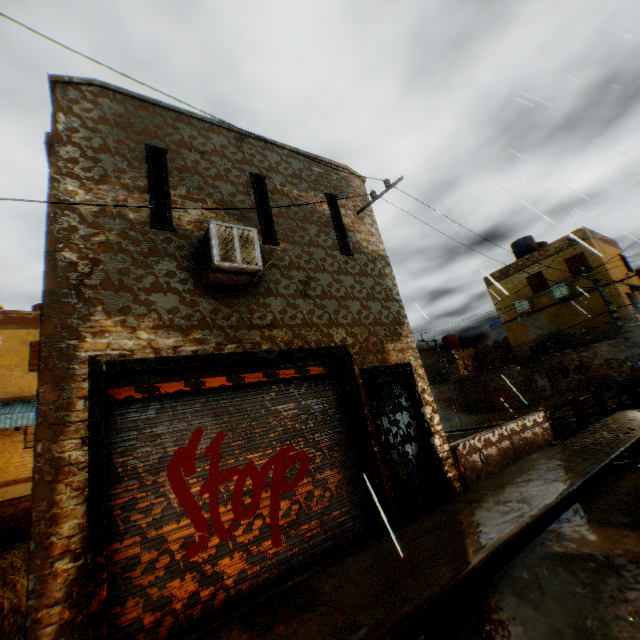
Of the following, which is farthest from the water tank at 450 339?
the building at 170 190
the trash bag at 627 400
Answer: the trash bag at 627 400

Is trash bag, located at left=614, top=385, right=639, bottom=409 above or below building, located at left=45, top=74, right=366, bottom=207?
below

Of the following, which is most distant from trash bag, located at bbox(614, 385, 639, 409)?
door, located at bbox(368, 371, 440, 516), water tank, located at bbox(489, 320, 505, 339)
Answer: water tank, located at bbox(489, 320, 505, 339)

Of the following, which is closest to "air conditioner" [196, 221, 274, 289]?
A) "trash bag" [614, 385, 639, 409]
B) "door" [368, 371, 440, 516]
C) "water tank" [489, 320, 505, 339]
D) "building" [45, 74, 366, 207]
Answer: "building" [45, 74, 366, 207]

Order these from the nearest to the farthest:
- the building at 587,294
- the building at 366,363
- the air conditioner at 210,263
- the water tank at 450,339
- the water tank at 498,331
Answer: the building at 366,363
the air conditioner at 210,263
the building at 587,294
the water tank at 498,331
the water tank at 450,339

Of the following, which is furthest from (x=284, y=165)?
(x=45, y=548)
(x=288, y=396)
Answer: (x=45, y=548)

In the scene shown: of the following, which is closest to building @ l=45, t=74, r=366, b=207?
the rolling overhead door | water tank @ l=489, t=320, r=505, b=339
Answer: the rolling overhead door

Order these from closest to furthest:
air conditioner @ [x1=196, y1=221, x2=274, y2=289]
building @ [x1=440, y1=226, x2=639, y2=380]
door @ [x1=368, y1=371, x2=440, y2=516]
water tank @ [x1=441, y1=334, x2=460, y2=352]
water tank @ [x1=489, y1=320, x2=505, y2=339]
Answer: air conditioner @ [x1=196, y1=221, x2=274, y2=289] → door @ [x1=368, y1=371, x2=440, y2=516] → building @ [x1=440, y1=226, x2=639, y2=380] → water tank @ [x1=489, y1=320, x2=505, y2=339] → water tank @ [x1=441, y1=334, x2=460, y2=352]
